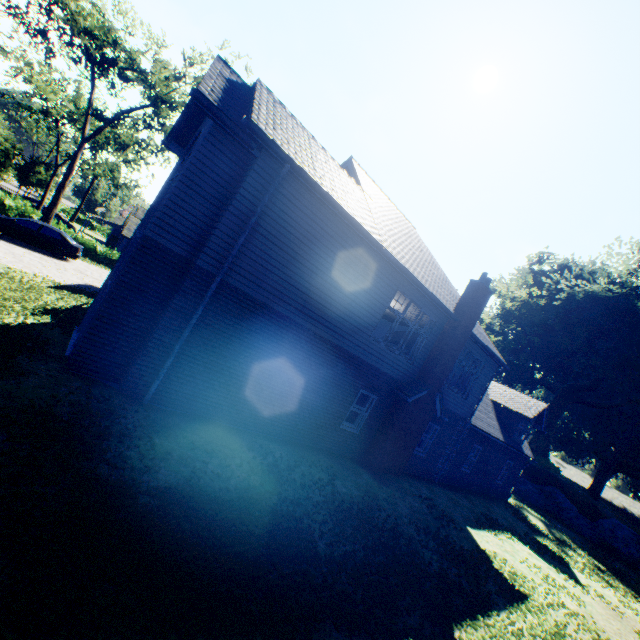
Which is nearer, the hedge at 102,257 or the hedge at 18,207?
the hedge at 18,207

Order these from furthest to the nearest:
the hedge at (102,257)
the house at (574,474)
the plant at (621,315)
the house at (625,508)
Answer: the house at (574,474), the house at (625,508), the plant at (621,315), the hedge at (102,257)

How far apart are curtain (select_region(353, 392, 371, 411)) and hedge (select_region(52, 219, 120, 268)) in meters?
29.6

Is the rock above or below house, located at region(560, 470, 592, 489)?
below

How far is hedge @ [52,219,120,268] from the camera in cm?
2864

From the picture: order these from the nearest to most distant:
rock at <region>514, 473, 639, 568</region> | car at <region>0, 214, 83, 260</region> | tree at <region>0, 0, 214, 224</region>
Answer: car at <region>0, 214, 83, 260</region> → tree at <region>0, 0, 214, 224</region> → rock at <region>514, 473, 639, 568</region>

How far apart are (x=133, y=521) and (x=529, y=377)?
53.3m

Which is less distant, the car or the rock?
the car
